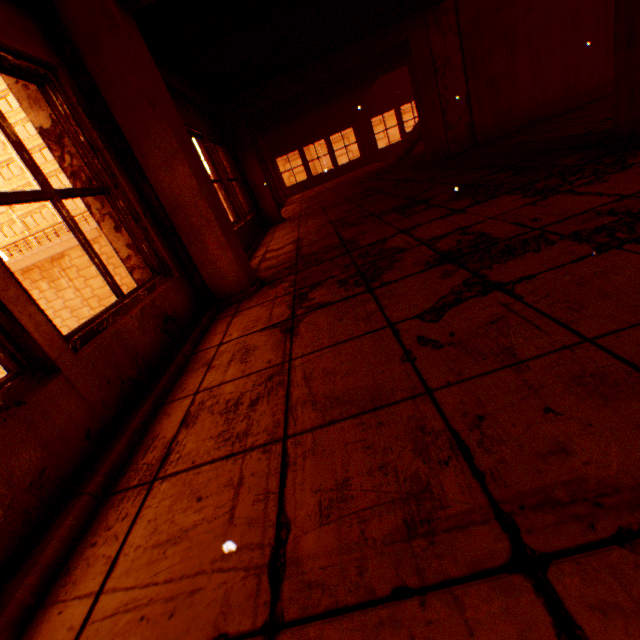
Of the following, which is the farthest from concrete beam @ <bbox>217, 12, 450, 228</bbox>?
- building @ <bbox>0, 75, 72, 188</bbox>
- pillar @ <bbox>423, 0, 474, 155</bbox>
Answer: building @ <bbox>0, 75, 72, 188</bbox>

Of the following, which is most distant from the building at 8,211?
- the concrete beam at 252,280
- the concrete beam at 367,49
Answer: the concrete beam at 252,280

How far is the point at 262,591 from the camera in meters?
0.8

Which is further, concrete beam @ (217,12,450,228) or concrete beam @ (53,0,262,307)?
concrete beam @ (217,12,450,228)

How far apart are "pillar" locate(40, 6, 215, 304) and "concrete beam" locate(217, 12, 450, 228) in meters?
4.9

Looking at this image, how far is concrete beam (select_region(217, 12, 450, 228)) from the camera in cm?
631

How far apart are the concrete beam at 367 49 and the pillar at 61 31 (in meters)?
4.94

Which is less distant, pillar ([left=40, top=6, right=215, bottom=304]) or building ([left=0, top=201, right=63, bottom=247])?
pillar ([left=40, top=6, right=215, bottom=304])
